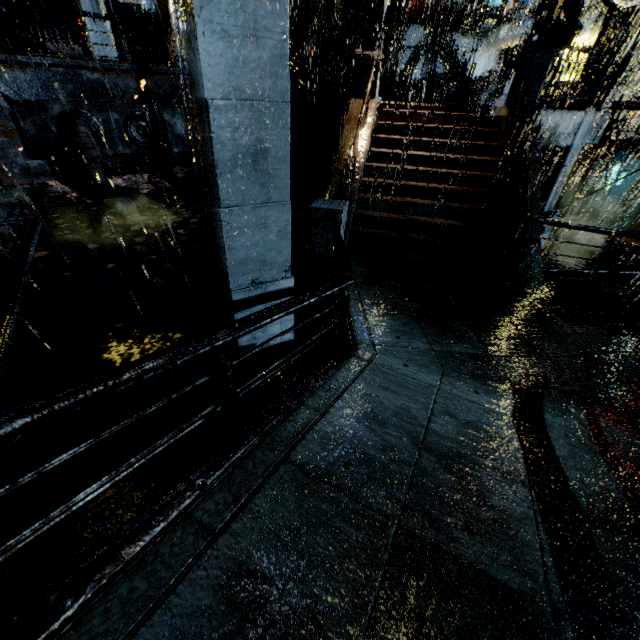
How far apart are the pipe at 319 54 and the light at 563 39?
16.77m

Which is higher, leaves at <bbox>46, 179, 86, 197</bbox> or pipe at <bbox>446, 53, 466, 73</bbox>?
pipe at <bbox>446, 53, 466, 73</bbox>

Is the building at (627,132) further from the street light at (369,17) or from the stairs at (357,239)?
the street light at (369,17)

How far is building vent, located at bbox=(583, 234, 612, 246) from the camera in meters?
16.0 m

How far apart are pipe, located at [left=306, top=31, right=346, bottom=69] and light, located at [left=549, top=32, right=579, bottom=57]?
16.8 meters

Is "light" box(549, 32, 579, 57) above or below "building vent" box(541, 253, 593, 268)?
above

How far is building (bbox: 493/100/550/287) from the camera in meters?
8.1 m

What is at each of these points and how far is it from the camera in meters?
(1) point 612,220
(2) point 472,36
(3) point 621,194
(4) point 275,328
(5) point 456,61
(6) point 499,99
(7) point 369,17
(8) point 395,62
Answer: (1) building, 30.4
(2) building, 21.7
(3) building, 29.2
(4) building, 4.9
(5) pipe, 18.9
(6) bridge, 18.9
(7) street light, 9.9
(8) building, 20.2
